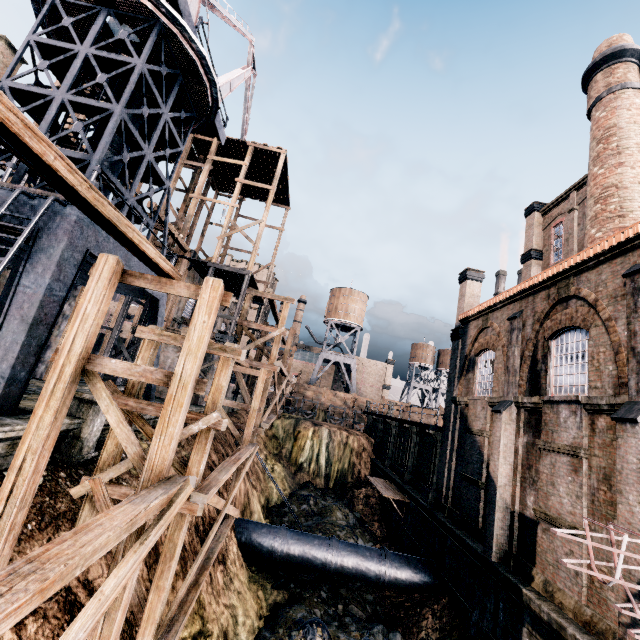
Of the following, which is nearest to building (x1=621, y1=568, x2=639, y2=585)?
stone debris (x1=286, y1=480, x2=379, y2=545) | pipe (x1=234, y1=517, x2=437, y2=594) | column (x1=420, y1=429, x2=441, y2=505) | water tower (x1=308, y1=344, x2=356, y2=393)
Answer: column (x1=420, y1=429, x2=441, y2=505)

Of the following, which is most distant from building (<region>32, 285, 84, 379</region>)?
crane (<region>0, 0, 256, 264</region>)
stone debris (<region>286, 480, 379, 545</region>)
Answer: stone debris (<region>286, 480, 379, 545</region>)

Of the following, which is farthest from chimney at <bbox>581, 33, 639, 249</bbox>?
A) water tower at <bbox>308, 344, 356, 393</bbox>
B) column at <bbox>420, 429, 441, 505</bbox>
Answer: water tower at <bbox>308, 344, 356, 393</bbox>

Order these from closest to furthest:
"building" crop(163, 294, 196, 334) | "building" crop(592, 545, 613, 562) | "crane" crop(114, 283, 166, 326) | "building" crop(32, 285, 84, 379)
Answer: "building" crop(592, 545, 613, 562) < "crane" crop(114, 283, 166, 326) < "building" crop(32, 285, 84, 379) < "building" crop(163, 294, 196, 334)

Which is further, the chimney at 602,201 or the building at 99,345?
the building at 99,345

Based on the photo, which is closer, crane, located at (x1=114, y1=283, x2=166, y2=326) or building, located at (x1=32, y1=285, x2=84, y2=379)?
crane, located at (x1=114, y1=283, x2=166, y2=326)

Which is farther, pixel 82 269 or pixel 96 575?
pixel 82 269

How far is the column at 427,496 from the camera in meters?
20.5
